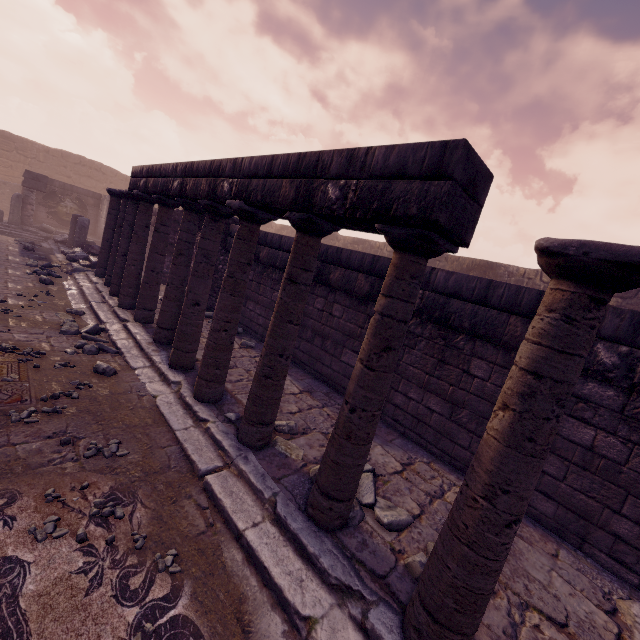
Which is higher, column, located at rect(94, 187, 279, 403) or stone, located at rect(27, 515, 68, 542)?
column, located at rect(94, 187, 279, 403)

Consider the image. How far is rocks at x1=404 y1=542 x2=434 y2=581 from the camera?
2.50m

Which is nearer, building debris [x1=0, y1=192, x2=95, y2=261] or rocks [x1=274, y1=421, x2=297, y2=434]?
rocks [x1=274, y1=421, x2=297, y2=434]

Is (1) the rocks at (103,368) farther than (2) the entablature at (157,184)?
Yes

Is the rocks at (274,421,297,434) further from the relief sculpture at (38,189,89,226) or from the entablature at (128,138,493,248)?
the relief sculpture at (38,189,89,226)

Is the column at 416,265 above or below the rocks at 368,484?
above

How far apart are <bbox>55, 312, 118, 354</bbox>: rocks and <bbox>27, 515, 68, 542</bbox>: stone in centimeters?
394cm

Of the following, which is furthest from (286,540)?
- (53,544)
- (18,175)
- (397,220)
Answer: (18,175)
